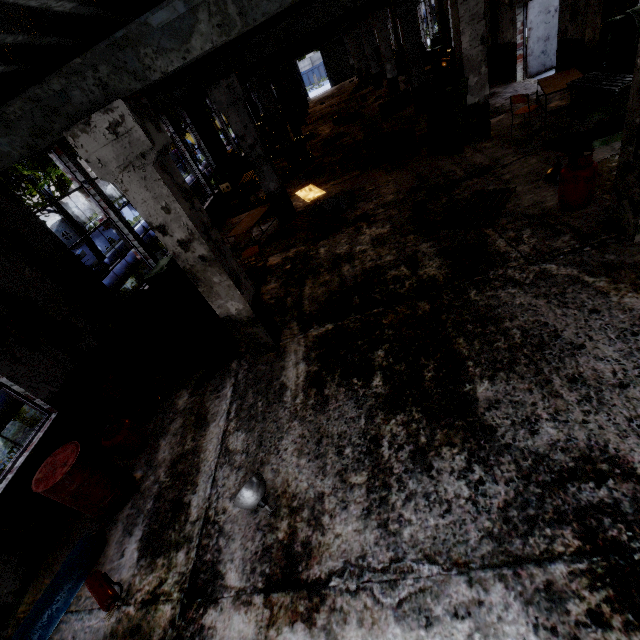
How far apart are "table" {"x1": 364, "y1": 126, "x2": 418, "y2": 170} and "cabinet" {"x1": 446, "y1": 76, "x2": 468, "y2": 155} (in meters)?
0.96

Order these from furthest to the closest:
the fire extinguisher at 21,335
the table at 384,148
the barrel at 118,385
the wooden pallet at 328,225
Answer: the table at 384,148 < the wooden pallet at 328,225 < the barrel at 118,385 < the fire extinguisher at 21,335

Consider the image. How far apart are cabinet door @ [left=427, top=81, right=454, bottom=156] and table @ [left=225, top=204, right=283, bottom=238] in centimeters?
473cm

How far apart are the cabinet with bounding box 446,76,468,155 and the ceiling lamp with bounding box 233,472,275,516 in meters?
9.3

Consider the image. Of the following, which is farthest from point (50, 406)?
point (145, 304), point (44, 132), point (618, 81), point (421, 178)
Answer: point (618, 81)

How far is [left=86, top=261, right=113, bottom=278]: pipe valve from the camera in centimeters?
1011cm

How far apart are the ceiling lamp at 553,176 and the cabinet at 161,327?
7.69m

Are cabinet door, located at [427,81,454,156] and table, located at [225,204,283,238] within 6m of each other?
yes
